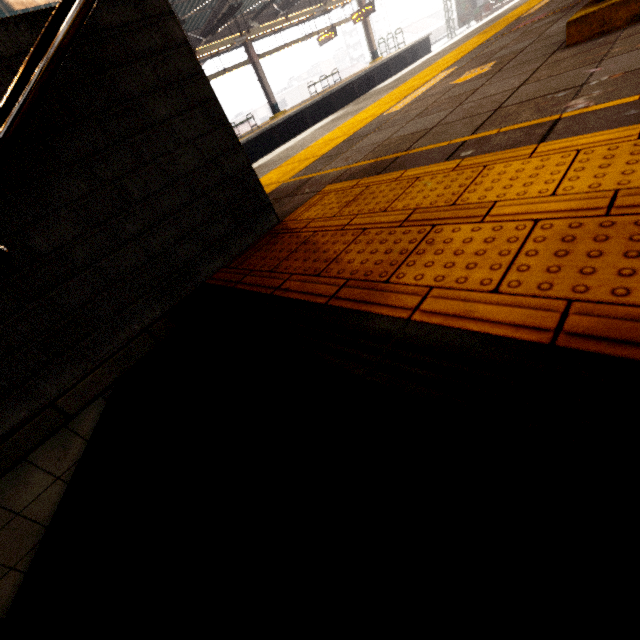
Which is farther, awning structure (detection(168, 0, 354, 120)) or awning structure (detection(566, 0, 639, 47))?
awning structure (detection(168, 0, 354, 120))

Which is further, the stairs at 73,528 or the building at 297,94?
the building at 297,94

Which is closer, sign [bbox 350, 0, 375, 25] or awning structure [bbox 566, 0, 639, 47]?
awning structure [bbox 566, 0, 639, 47]

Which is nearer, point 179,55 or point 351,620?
point 351,620

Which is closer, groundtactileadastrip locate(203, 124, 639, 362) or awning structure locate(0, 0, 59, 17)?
groundtactileadastrip locate(203, 124, 639, 362)

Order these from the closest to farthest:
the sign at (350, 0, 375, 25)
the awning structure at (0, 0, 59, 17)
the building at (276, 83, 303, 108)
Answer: the awning structure at (0, 0, 59, 17) → the sign at (350, 0, 375, 25) → the building at (276, 83, 303, 108)

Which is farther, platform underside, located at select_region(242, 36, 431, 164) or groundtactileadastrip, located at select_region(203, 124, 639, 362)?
platform underside, located at select_region(242, 36, 431, 164)

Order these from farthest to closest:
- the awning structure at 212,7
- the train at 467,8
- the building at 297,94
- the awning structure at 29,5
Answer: the building at 297,94, the train at 467,8, the awning structure at 212,7, the awning structure at 29,5
